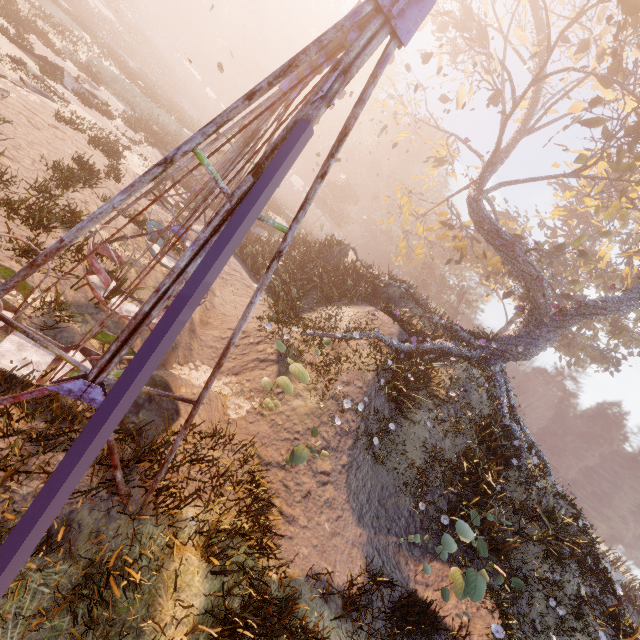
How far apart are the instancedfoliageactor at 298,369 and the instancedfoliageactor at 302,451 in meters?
1.9 m

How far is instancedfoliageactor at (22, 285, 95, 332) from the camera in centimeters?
548cm

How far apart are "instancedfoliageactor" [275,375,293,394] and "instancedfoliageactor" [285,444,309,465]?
1.2m

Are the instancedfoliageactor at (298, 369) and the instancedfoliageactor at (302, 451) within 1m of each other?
no

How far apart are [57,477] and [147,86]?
38.3 meters

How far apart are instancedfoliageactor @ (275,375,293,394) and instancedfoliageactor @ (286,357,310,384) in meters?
0.4

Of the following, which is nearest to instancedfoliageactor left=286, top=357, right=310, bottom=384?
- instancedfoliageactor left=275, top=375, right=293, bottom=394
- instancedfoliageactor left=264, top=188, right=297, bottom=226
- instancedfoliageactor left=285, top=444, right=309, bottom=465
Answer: instancedfoliageactor left=275, top=375, right=293, bottom=394

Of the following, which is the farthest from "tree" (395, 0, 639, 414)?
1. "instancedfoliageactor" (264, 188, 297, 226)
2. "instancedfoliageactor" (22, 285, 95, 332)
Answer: "instancedfoliageactor" (264, 188, 297, 226)
